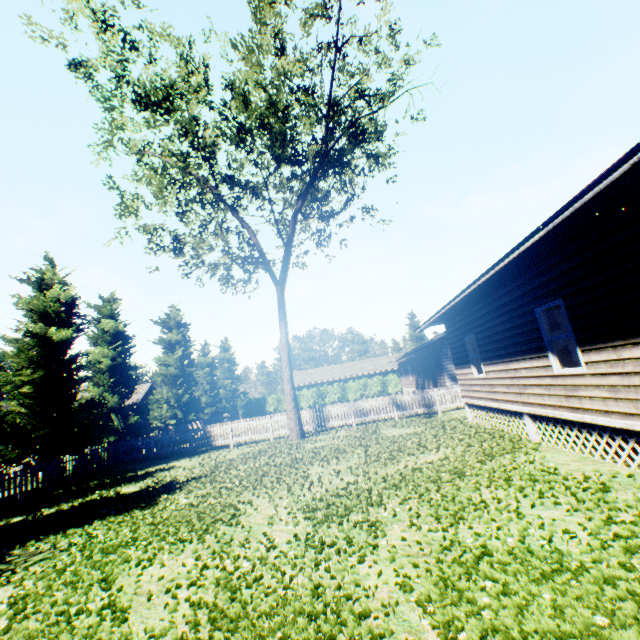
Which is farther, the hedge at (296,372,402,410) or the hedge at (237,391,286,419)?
the hedge at (237,391,286,419)

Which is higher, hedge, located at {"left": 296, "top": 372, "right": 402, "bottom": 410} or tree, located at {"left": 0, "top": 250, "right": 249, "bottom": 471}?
tree, located at {"left": 0, "top": 250, "right": 249, "bottom": 471}

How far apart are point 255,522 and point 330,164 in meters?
16.8

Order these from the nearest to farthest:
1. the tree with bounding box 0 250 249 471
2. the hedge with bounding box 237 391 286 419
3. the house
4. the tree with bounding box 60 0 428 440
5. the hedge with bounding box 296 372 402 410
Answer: the house → the tree with bounding box 60 0 428 440 → the tree with bounding box 0 250 249 471 → the hedge with bounding box 296 372 402 410 → the hedge with bounding box 237 391 286 419

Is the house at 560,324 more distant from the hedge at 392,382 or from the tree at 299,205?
the hedge at 392,382

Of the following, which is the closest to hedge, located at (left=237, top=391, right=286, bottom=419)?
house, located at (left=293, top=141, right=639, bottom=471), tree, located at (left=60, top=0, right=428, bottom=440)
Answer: tree, located at (left=60, top=0, right=428, bottom=440)

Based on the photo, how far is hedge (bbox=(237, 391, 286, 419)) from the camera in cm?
4416
